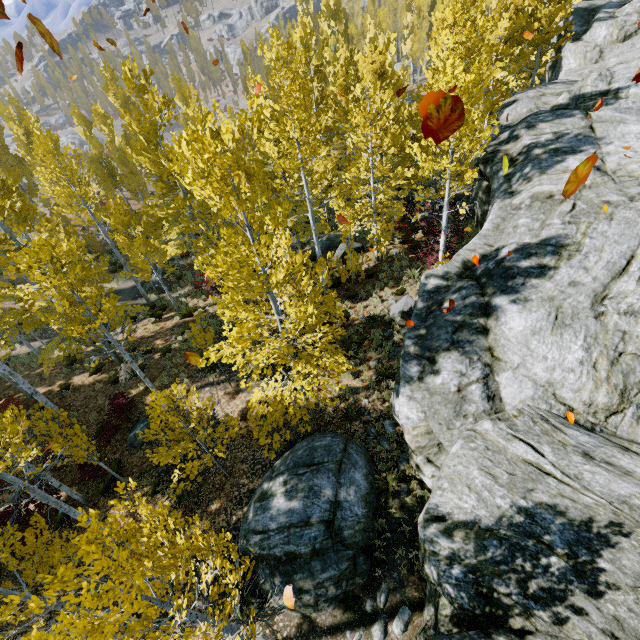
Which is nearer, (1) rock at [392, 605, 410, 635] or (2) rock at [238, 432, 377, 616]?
(1) rock at [392, 605, 410, 635]

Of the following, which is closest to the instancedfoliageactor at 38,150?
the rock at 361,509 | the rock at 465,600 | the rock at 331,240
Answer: the rock at 465,600

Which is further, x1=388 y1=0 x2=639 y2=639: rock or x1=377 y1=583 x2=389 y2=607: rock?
x1=377 y1=583 x2=389 y2=607: rock

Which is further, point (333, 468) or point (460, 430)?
point (333, 468)

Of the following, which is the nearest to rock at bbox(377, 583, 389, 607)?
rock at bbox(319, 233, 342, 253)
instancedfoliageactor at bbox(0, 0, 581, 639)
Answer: instancedfoliageactor at bbox(0, 0, 581, 639)

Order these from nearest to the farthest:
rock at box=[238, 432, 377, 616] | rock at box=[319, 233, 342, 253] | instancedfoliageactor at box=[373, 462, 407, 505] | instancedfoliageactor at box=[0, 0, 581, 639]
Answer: instancedfoliageactor at box=[0, 0, 581, 639], rock at box=[238, 432, 377, 616], instancedfoliageactor at box=[373, 462, 407, 505], rock at box=[319, 233, 342, 253]

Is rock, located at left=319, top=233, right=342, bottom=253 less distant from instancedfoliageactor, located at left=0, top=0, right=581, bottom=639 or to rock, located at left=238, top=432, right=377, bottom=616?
instancedfoliageactor, located at left=0, top=0, right=581, bottom=639

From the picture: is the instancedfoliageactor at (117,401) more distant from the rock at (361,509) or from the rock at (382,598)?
the rock at (361,509)
